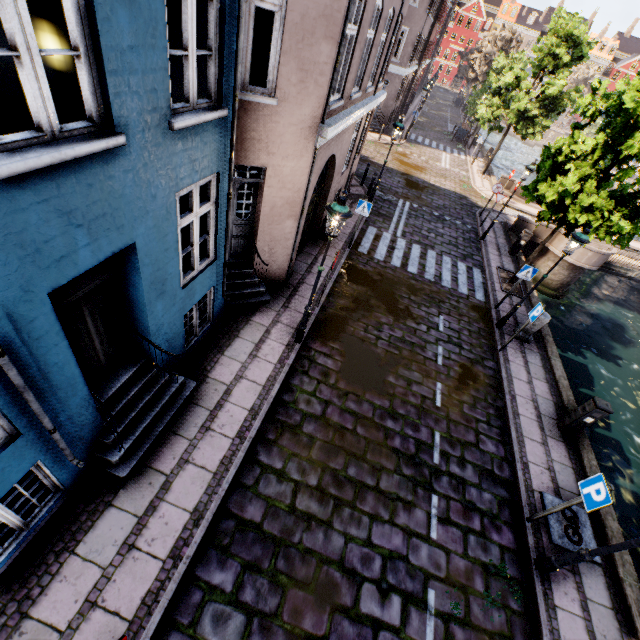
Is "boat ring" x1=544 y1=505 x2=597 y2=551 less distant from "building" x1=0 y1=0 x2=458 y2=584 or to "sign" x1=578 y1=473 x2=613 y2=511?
"sign" x1=578 y1=473 x2=613 y2=511

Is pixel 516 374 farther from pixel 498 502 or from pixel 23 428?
pixel 23 428

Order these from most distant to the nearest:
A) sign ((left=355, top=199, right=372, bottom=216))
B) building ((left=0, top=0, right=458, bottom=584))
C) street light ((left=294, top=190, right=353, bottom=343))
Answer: sign ((left=355, top=199, right=372, bottom=216))
street light ((left=294, top=190, right=353, bottom=343))
building ((left=0, top=0, right=458, bottom=584))

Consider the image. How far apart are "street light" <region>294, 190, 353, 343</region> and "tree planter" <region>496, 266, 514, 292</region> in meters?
9.2

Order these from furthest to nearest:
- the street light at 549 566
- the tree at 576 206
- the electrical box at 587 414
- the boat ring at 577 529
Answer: the tree at 576 206, the electrical box at 587 414, the boat ring at 577 529, the street light at 549 566

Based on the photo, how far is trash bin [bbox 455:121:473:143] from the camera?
31.81m

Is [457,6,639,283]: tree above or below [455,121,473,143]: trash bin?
above

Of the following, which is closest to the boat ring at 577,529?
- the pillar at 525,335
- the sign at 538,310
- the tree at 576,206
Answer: the tree at 576,206
